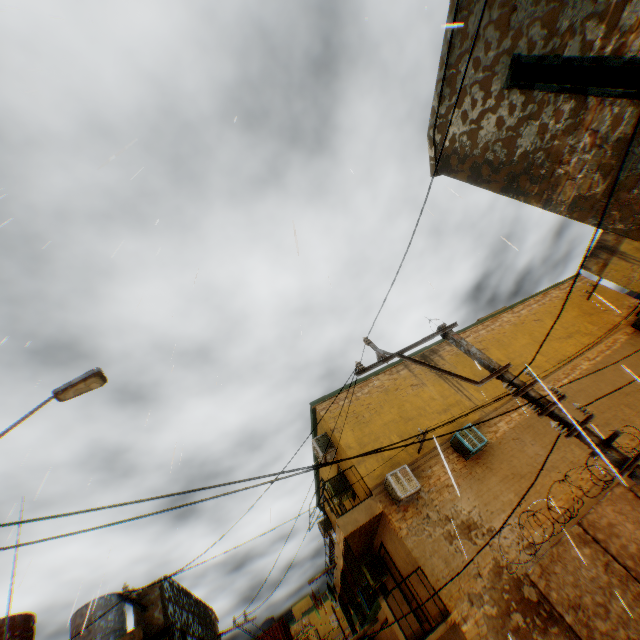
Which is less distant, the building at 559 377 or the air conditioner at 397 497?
the building at 559 377

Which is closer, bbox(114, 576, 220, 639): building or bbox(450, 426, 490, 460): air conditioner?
bbox(114, 576, 220, 639): building

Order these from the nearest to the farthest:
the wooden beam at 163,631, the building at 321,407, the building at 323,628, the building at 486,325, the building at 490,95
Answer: the building at 490,95, the wooden beam at 163,631, the building at 321,407, the building at 486,325, the building at 323,628

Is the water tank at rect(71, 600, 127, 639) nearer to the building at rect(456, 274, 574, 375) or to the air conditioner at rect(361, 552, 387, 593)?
the building at rect(456, 274, 574, 375)

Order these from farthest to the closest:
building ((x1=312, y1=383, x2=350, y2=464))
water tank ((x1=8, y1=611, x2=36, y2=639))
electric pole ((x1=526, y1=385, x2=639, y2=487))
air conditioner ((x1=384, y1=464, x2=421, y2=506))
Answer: building ((x1=312, y1=383, x2=350, y2=464)) < air conditioner ((x1=384, y1=464, x2=421, y2=506)) < water tank ((x1=8, y1=611, x2=36, y2=639)) < electric pole ((x1=526, y1=385, x2=639, y2=487))

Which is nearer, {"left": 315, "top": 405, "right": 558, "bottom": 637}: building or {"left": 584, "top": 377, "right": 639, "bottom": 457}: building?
{"left": 315, "top": 405, "right": 558, "bottom": 637}: building

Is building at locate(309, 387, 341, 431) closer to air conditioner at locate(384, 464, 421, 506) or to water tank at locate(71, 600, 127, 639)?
air conditioner at locate(384, 464, 421, 506)

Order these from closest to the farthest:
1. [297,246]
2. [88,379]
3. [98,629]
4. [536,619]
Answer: [297,246] → [88,379] → [536,619] → [98,629]
